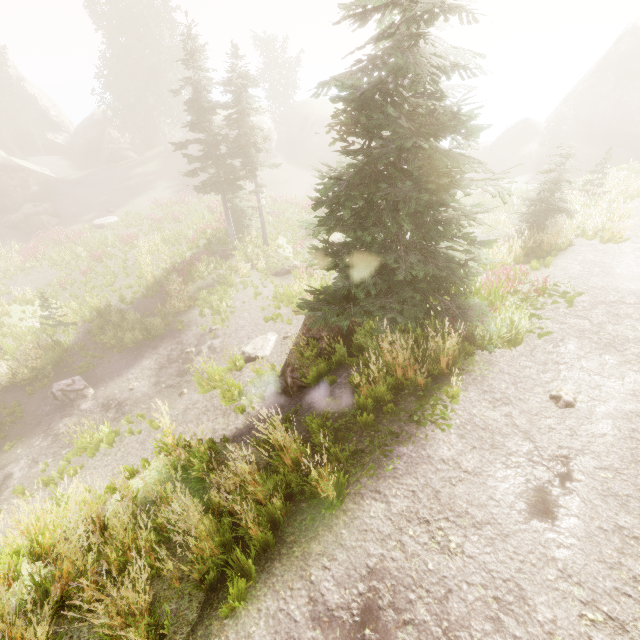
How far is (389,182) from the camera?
6.8m

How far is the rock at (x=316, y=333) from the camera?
9.21m

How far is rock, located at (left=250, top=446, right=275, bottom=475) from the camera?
6.1 meters

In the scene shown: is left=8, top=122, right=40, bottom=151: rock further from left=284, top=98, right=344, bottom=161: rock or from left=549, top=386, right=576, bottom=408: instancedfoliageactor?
left=284, top=98, right=344, bottom=161: rock

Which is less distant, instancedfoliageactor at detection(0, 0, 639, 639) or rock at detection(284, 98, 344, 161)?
instancedfoliageactor at detection(0, 0, 639, 639)

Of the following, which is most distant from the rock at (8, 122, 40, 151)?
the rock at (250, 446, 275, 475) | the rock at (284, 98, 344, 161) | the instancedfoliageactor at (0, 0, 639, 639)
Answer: the rock at (250, 446, 275, 475)

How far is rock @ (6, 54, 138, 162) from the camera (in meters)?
38.88

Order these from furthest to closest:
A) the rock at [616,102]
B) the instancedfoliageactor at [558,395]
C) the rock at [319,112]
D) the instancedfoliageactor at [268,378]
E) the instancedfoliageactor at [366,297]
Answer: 1. the rock at [319,112]
2. the rock at [616,102]
3. the instancedfoliageactor at [268,378]
4. the instancedfoliageactor at [558,395]
5. the instancedfoliageactor at [366,297]
